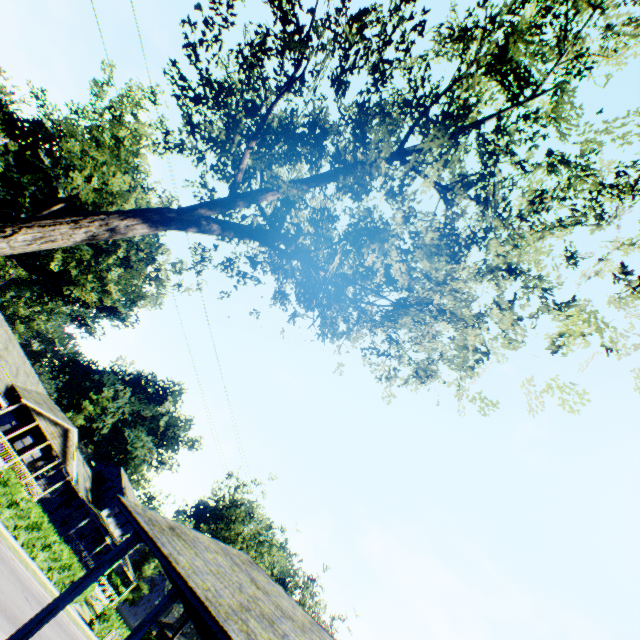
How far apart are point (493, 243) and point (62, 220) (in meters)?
10.26

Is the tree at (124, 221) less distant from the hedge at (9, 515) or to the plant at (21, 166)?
the hedge at (9, 515)

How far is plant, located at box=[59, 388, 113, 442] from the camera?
53.8m

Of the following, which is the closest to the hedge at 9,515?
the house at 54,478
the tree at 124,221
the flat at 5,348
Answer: the flat at 5,348

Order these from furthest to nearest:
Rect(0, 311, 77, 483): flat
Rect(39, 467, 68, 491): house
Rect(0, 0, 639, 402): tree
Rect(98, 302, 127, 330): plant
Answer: Rect(98, 302, 127, 330): plant
Rect(39, 467, 68, 491): house
Rect(0, 311, 77, 483): flat
Rect(0, 0, 639, 402): tree

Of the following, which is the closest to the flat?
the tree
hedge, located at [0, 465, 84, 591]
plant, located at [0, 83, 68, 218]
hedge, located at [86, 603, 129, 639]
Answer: plant, located at [0, 83, 68, 218]
